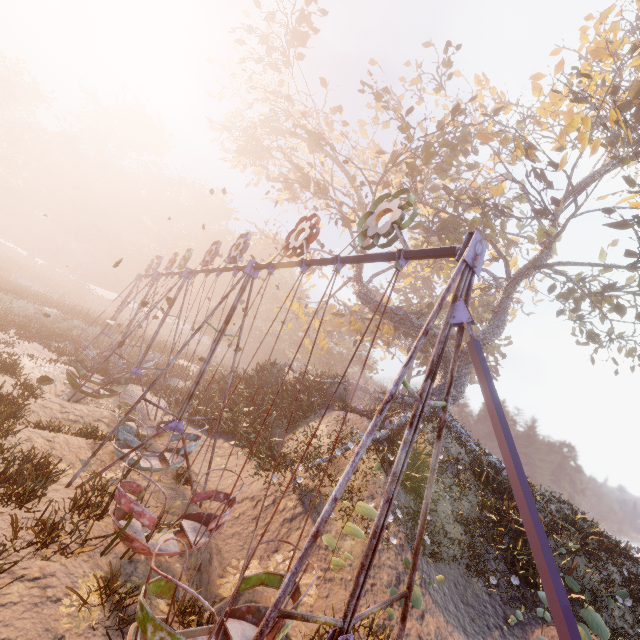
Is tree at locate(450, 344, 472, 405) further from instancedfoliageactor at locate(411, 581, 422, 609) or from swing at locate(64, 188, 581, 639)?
instancedfoliageactor at locate(411, 581, 422, 609)

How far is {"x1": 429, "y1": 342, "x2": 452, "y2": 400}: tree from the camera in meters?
19.1 m

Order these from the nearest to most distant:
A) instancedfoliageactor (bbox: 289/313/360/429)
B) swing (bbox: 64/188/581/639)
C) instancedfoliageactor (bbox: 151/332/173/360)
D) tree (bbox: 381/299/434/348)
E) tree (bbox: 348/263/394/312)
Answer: swing (bbox: 64/188/581/639) < instancedfoliageactor (bbox: 289/313/360/429) < tree (bbox: 381/299/434/348) < tree (bbox: 348/263/394/312) < instancedfoliageactor (bbox: 151/332/173/360)

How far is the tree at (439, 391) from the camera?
19.14m

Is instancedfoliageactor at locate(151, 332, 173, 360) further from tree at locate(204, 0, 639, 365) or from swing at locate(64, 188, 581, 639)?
tree at locate(204, 0, 639, 365)

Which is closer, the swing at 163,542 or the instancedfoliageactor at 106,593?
the swing at 163,542

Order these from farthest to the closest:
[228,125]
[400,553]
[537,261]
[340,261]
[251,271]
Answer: [228,125] < [537,261] < [400,553] < [251,271] < [340,261]

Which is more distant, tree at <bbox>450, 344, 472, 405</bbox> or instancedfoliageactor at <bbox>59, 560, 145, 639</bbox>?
tree at <bbox>450, 344, 472, 405</bbox>
